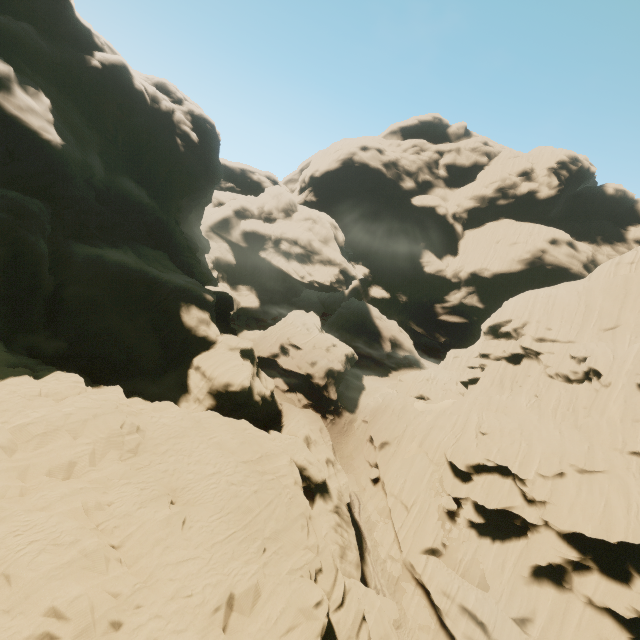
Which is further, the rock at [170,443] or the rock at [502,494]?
the rock at [502,494]

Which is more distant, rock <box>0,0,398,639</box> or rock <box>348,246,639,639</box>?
rock <box>348,246,639,639</box>

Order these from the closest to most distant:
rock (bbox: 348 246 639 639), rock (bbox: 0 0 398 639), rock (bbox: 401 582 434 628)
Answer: → rock (bbox: 0 0 398 639) < rock (bbox: 348 246 639 639) < rock (bbox: 401 582 434 628)

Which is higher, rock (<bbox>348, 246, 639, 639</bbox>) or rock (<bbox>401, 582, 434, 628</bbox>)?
rock (<bbox>348, 246, 639, 639</bbox>)

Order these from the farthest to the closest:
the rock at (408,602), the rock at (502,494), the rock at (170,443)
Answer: the rock at (408,602) < the rock at (502,494) < the rock at (170,443)

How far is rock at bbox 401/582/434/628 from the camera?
27.23m

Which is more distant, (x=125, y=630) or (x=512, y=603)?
(x=512, y=603)
